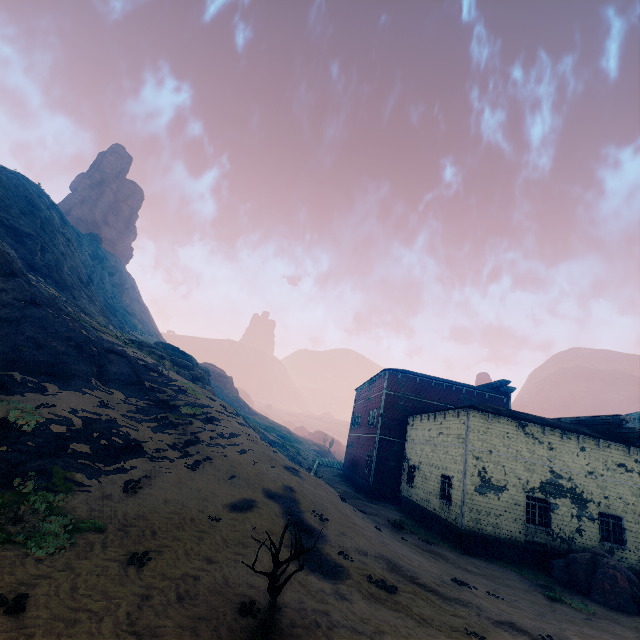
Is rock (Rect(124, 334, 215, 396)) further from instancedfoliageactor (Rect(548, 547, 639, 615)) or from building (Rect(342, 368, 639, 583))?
instancedfoliageactor (Rect(548, 547, 639, 615))

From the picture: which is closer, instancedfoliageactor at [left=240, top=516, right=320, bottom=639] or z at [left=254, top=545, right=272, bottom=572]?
instancedfoliageactor at [left=240, top=516, right=320, bottom=639]

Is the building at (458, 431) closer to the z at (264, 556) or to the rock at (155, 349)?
the z at (264, 556)

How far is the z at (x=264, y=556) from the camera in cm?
860

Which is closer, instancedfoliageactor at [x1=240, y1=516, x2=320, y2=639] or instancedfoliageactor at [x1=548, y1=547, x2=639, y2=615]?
instancedfoliageactor at [x1=240, y1=516, x2=320, y2=639]

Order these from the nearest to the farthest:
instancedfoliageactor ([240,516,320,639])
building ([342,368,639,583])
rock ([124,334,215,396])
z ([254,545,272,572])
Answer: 1. instancedfoliageactor ([240,516,320,639])
2. z ([254,545,272,572])
3. building ([342,368,639,583])
4. rock ([124,334,215,396])

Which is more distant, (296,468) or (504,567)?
(296,468)

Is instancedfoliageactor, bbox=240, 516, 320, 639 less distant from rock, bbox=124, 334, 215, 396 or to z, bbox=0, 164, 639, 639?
z, bbox=0, 164, 639, 639
